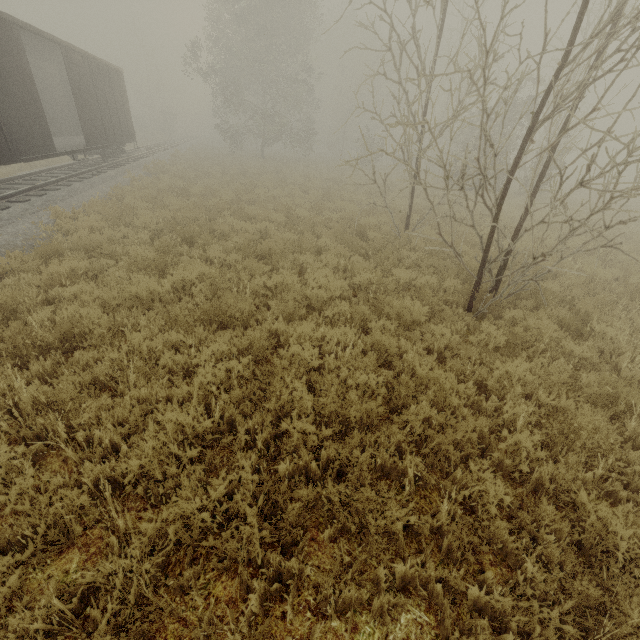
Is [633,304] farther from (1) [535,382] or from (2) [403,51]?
(2) [403,51]

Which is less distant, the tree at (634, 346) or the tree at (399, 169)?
the tree at (399, 169)

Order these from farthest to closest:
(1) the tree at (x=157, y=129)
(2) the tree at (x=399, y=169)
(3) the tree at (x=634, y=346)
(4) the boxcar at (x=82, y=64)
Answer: (1) the tree at (x=157, y=129) → (4) the boxcar at (x=82, y=64) → (3) the tree at (x=634, y=346) → (2) the tree at (x=399, y=169)

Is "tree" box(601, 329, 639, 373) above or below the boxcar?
below

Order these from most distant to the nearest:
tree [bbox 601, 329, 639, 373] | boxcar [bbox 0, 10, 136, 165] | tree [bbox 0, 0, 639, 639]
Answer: boxcar [bbox 0, 10, 136, 165] < tree [bbox 601, 329, 639, 373] < tree [bbox 0, 0, 639, 639]

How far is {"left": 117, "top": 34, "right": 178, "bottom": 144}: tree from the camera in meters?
42.1 m

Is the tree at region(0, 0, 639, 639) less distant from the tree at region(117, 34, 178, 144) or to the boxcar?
the boxcar
